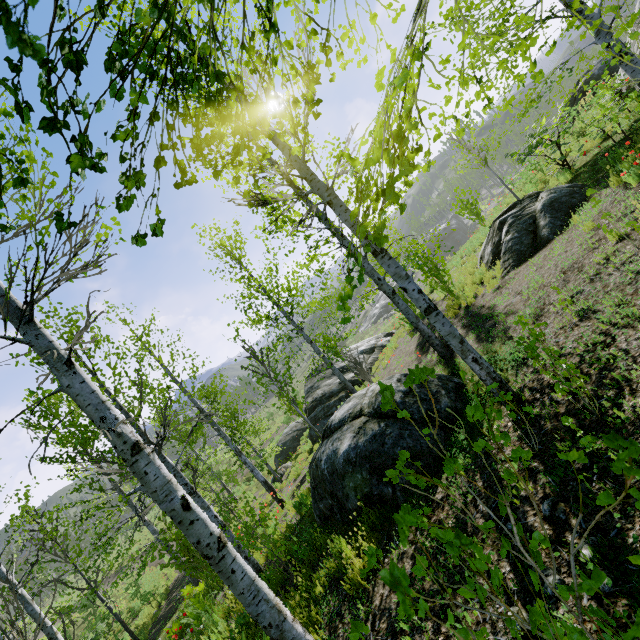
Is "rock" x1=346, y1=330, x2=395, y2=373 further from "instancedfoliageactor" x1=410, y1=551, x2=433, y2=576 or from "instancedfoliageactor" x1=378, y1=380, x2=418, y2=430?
"instancedfoliageactor" x1=378, y1=380, x2=418, y2=430

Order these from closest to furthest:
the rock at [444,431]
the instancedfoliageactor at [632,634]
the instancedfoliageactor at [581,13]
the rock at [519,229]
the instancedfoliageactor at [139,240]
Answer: the instancedfoliageactor at [632,634]
the instancedfoliageactor at [139,240]
the instancedfoliageactor at [581,13]
the rock at [444,431]
the rock at [519,229]

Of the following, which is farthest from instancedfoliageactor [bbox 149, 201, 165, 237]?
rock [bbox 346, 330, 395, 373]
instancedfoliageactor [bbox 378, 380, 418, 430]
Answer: rock [bbox 346, 330, 395, 373]

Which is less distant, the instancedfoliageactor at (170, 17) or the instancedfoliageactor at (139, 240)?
the instancedfoliageactor at (170, 17)

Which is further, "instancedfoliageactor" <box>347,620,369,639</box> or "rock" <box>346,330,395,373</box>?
"rock" <box>346,330,395,373</box>

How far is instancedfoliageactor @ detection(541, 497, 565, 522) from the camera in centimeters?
265cm

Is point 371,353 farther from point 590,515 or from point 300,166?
point 590,515
